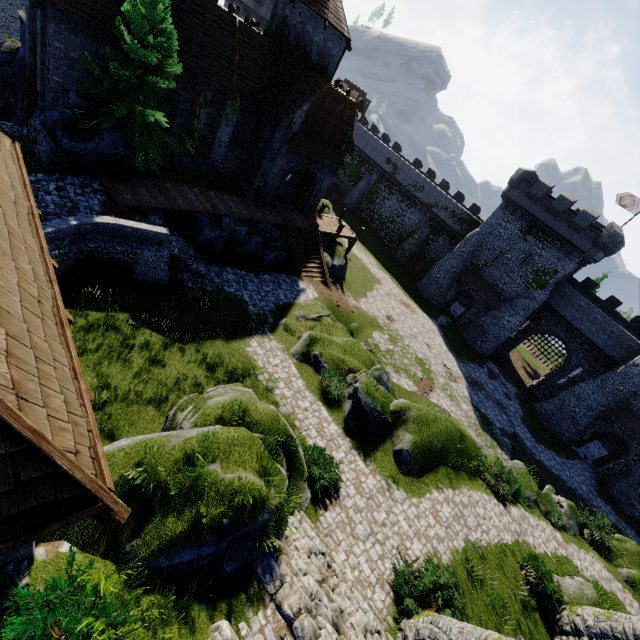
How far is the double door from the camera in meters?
23.7 m

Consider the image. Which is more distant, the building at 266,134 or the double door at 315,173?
the double door at 315,173

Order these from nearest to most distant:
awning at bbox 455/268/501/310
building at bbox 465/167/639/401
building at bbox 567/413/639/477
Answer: building at bbox 567/413/639/477 → building at bbox 465/167/639/401 → awning at bbox 455/268/501/310

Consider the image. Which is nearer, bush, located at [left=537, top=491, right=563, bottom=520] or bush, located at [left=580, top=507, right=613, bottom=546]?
bush, located at [left=537, top=491, right=563, bottom=520]

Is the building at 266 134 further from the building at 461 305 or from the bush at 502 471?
the bush at 502 471

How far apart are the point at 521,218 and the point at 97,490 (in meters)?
41.34

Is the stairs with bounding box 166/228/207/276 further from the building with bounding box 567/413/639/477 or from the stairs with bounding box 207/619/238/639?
the building with bounding box 567/413/639/477

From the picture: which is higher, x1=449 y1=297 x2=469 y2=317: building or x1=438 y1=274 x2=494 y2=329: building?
x1=438 y1=274 x2=494 y2=329: building
